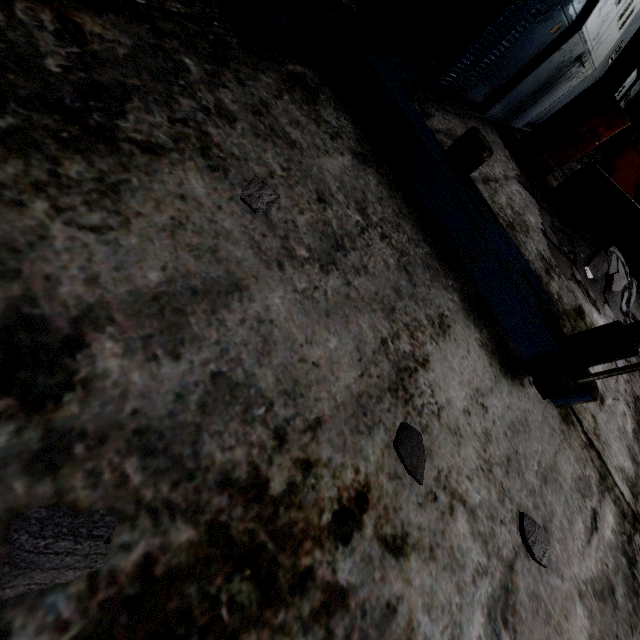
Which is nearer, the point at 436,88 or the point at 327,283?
the point at 327,283

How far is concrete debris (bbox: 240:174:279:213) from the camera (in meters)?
1.15

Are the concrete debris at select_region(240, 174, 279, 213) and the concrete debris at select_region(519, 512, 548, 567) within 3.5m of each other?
yes

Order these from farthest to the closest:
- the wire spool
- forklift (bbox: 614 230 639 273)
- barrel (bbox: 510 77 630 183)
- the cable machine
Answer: the wire spool, forklift (bbox: 614 230 639 273), barrel (bbox: 510 77 630 183), the cable machine

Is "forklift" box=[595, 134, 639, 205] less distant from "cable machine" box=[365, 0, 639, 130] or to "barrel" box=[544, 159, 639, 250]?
"cable machine" box=[365, 0, 639, 130]

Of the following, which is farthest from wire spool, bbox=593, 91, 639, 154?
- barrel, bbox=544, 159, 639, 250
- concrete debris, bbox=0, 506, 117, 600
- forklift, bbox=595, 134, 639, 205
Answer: concrete debris, bbox=0, 506, 117, 600

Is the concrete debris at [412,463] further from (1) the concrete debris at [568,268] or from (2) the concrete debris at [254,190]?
(1) the concrete debris at [568,268]

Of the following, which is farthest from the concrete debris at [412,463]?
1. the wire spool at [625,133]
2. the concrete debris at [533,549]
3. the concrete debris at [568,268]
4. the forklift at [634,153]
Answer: the wire spool at [625,133]
